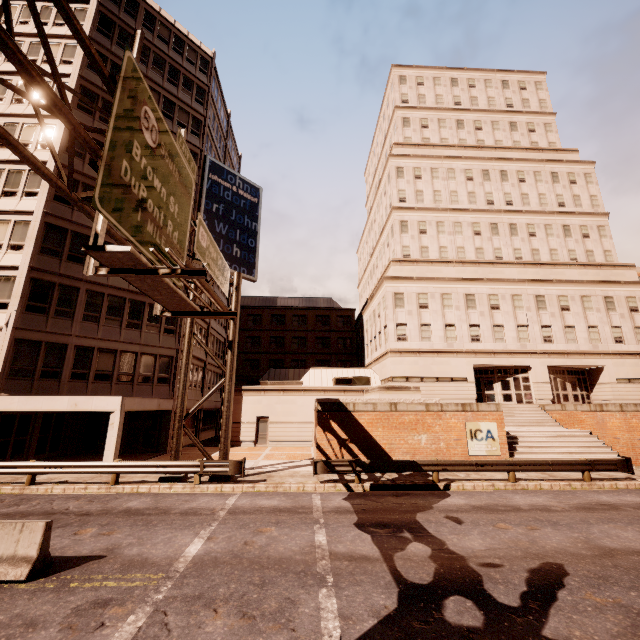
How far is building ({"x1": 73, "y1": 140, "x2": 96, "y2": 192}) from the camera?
21.88m

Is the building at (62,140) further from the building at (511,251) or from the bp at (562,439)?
the bp at (562,439)

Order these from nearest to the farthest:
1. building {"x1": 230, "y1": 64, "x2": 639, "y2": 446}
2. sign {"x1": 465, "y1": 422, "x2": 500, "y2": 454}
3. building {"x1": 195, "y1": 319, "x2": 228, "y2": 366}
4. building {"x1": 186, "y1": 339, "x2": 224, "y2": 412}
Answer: sign {"x1": 465, "y1": 422, "x2": 500, "y2": 454}
building {"x1": 186, "y1": 339, "x2": 224, "y2": 412}
building {"x1": 230, "y1": 64, "x2": 639, "y2": 446}
building {"x1": 195, "y1": 319, "x2": 228, "y2": 366}

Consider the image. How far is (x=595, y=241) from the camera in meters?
35.4

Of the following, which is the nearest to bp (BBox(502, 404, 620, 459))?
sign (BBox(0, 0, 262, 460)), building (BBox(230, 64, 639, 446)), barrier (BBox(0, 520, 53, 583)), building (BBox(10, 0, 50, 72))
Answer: building (BBox(230, 64, 639, 446))

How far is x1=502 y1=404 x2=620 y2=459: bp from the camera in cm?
1830

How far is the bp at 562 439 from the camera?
18.3m

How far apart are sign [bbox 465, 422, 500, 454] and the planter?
2.55m
